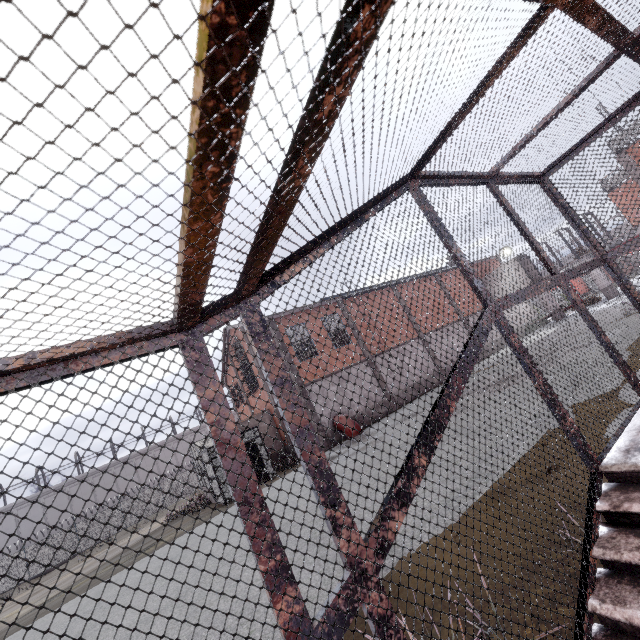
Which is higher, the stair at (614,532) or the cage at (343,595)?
the cage at (343,595)

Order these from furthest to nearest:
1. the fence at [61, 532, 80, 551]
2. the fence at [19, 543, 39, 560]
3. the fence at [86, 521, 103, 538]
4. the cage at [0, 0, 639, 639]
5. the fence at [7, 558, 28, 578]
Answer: the fence at [86, 521, 103, 538] < the fence at [61, 532, 80, 551] < the fence at [19, 543, 39, 560] < the fence at [7, 558, 28, 578] < the cage at [0, 0, 639, 639]

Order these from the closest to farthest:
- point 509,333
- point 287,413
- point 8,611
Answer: point 287,413
point 509,333
point 8,611

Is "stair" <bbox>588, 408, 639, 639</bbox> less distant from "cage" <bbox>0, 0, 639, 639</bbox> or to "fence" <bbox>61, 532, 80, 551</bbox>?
"cage" <bbox>0, 0, 639, 639</bbox>

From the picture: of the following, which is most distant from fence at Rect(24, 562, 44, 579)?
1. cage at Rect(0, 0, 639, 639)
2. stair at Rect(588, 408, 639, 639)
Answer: stair at Rect(588, 408, 639, 639)

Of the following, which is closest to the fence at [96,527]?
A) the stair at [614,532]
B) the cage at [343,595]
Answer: the cage at [343,595]

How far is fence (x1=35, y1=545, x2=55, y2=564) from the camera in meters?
30.8 m

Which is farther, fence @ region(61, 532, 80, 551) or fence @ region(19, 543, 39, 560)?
fence @ region(61, 532, 80, 551)
